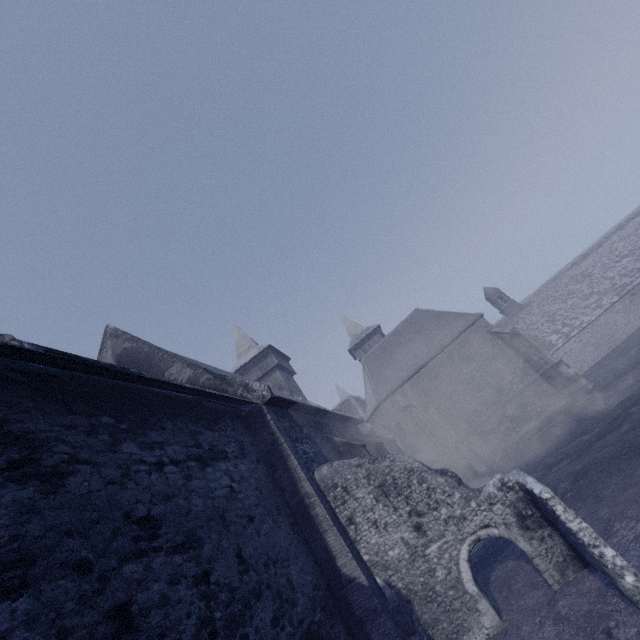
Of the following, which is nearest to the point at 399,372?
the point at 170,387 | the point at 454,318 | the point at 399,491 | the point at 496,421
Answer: the point at 454,318
